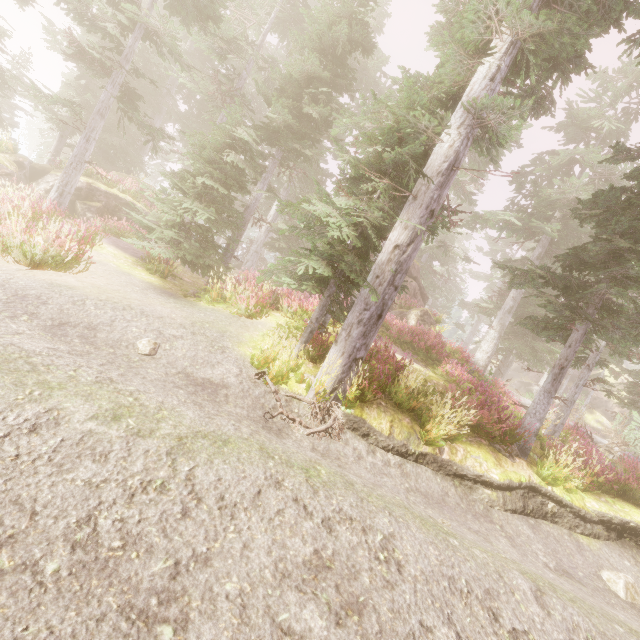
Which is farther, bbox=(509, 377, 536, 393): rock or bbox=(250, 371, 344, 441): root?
bbox=(509, 377, 536, 393): rock

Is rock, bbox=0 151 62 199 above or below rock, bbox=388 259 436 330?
below

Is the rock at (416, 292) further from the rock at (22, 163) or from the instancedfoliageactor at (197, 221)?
the rock at (22, 163)

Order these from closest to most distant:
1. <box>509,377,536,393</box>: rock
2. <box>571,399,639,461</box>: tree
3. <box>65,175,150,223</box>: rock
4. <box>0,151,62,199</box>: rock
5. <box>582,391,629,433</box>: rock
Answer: <box>0,151,62,199</box>: rock, <box>571,399,639,461</box>: tree, <box>65,175,150,223</box>: rock, <box>509,377,536,393</box>: rock, <box>582,391,629,433</box>: rock

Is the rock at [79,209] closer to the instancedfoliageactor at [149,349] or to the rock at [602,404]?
the instancedfoliageactor at [149,349]

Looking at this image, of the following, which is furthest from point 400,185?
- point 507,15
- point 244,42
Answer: point 244,42

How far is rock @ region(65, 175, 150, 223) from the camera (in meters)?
16.38

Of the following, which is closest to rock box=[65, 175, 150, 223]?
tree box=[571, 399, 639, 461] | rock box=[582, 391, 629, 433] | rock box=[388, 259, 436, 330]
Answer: rock box=[388, 259, 436, 330]
